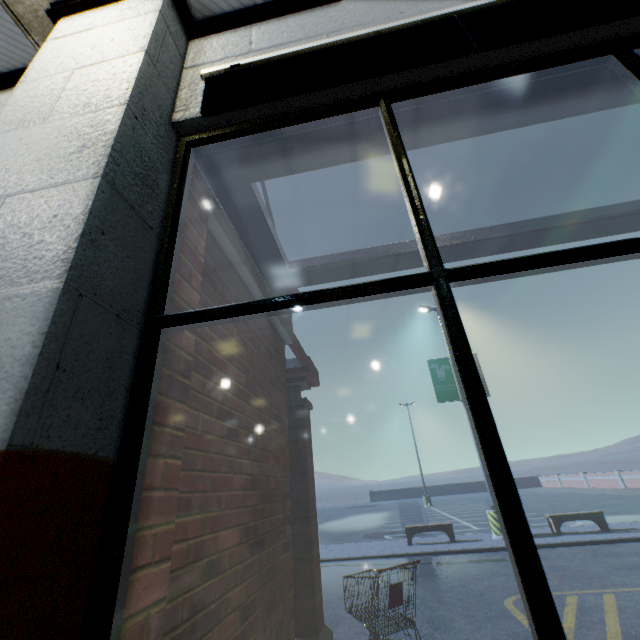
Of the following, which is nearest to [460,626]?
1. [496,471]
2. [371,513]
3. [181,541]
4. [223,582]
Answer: [223,582]

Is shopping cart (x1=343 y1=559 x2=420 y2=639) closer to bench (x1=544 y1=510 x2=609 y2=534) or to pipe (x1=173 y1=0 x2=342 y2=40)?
pipe (x1=173 y1=0 x2=342 y2=40)

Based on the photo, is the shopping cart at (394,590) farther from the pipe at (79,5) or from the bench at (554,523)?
the bench at (554,523)

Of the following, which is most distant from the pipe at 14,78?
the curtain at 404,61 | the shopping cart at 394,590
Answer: the shopping cart at 394,590

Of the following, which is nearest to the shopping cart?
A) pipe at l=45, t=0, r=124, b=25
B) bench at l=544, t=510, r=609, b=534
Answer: pipe at l=45, t=0, r=124, b=25

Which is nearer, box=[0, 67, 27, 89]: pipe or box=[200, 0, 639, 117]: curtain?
box=[200, 0, 639, 117]: curtain

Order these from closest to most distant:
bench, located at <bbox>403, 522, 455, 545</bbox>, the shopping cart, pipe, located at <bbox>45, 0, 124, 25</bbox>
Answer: pipe, located at <bbox>45, 0, 124, 25</bbox> → the shopping cart → bench, located at <bbox>403, 522, 455, 545</bbox>

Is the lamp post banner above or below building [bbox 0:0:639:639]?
above
